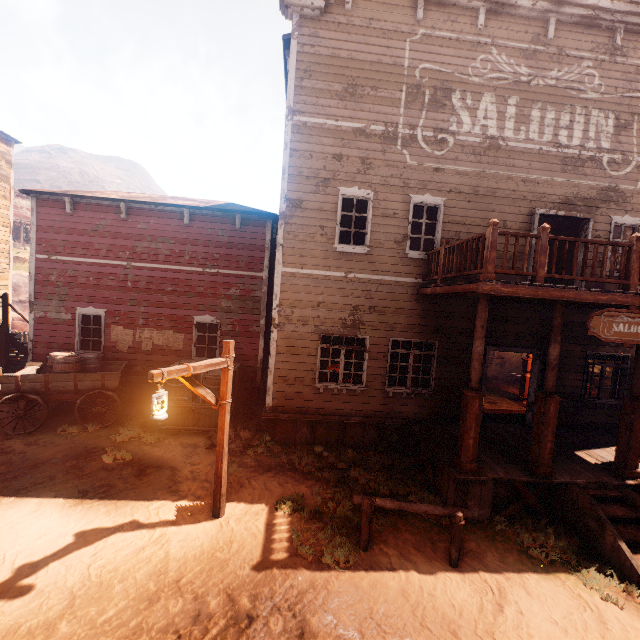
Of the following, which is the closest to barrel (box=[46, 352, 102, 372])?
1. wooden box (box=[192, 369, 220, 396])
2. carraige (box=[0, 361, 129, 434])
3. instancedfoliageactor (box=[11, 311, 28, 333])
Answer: carraige (box=[0, 361, 129, 434])

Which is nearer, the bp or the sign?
the sign

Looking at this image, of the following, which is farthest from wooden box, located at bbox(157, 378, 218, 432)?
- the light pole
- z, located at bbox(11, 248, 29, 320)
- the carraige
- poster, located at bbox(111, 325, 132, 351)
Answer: the light pole

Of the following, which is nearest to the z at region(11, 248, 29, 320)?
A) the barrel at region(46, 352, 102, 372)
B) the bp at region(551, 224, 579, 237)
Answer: the barrel at region(46, 352, 102, 372)

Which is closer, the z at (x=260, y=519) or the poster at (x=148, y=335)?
the z at (x=260, y=519)

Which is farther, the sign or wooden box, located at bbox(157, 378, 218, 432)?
wooden box, located at bbox(157, 378, 218, 432)

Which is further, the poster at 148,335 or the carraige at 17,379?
the poster at 148,335

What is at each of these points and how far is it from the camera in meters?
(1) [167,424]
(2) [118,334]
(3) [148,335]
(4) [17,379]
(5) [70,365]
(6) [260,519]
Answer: (1) wooden box, 9.6
(2) poster, 11.4
(3) poster, 11.4
(4) carraige, 8.6
(5) barrel, 9.2
(6) z, 6.1
